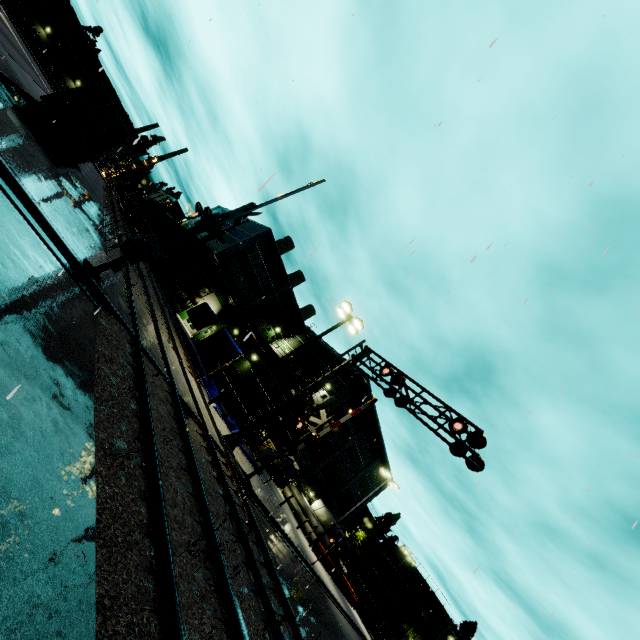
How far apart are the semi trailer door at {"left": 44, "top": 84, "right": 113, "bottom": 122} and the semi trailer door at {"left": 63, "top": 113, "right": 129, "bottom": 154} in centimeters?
45cm

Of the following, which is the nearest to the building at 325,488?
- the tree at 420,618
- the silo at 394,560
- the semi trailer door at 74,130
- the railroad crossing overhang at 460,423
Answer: the tree at 420,618

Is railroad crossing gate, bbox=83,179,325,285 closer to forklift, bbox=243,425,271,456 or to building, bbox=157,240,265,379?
building, bbox=157,240,265,379

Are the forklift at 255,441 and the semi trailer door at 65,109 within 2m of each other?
no

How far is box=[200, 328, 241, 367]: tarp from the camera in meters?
21.3 m

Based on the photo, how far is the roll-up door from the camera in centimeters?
3969cm

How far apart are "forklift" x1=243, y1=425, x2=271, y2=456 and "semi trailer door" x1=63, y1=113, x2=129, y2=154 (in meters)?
23.27

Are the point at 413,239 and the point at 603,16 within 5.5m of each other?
yes
